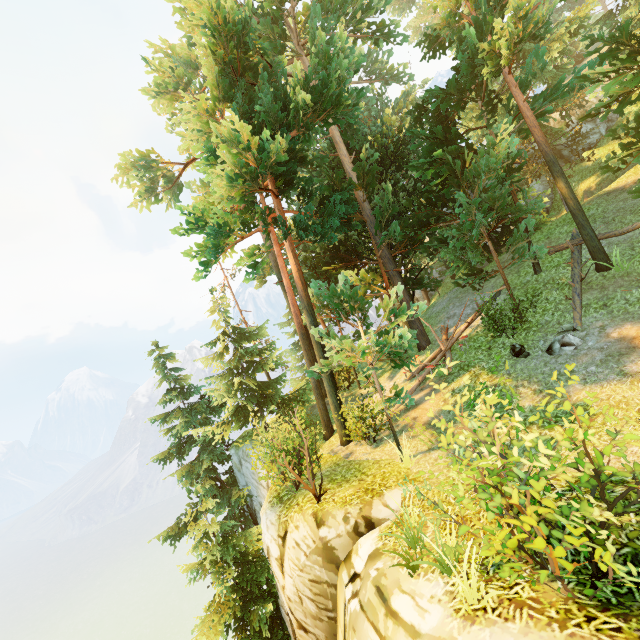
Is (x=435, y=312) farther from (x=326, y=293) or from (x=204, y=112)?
(x=204, y=112)

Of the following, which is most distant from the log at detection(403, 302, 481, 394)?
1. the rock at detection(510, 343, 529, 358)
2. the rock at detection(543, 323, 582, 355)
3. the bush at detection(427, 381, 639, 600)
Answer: the bush at detection(427, 381, 639, 600)

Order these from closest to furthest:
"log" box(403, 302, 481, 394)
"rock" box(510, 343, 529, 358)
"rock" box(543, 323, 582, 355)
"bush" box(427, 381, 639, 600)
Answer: "bush" box(427, 381, 639, 600), "rock" box(543, 323, 582, 355), "rock" box(510, 343, 529, 358), "log" box(403, 302, 481, 394)

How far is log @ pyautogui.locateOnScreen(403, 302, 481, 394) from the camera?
13.38m

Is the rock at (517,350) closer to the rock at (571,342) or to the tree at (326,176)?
the rock at (571,342)

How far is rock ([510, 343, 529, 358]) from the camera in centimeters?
1090cm

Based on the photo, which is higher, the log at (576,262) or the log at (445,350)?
the log at (576,262)

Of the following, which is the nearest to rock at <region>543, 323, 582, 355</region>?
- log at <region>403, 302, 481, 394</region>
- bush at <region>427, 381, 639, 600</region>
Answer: log at <region>403, 302, 481, 394</region>
